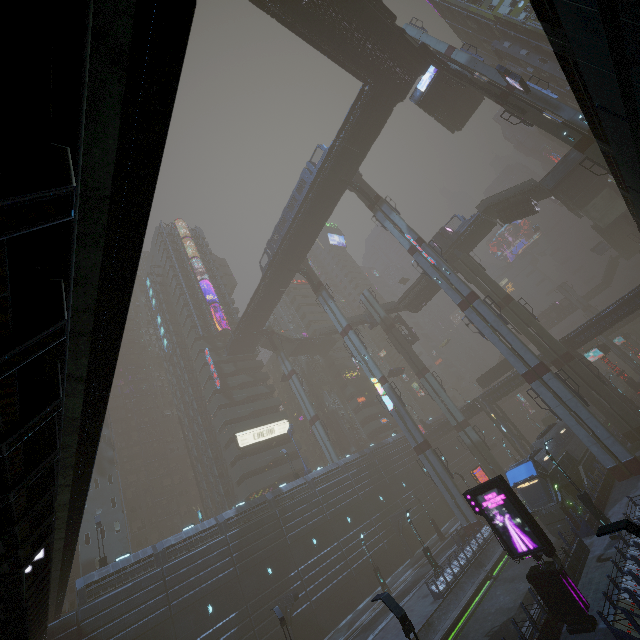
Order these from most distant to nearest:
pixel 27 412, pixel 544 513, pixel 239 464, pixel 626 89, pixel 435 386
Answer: pixel 239 464, pixel 435 386, pixel 544 513, pixel 626 89, pixel 27 412

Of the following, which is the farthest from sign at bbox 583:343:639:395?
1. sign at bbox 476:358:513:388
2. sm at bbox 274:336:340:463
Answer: sm at bbox 274:336:340:463

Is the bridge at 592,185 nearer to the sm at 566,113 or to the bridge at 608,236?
the bridge at 608,236

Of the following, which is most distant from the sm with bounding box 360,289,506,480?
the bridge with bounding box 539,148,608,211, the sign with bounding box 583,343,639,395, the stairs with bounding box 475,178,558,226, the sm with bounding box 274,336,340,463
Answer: the sign with bounding box 583,343,639,395

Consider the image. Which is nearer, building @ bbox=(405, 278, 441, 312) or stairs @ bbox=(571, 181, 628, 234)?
stairs @ bbox=(571, 181, 628, 234)

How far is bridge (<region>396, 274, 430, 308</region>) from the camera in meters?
50.3 m

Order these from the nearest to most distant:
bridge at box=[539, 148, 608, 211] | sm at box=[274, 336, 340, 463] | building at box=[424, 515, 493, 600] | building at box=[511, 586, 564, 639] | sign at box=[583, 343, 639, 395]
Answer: building at box=[511, 586, 564, 639]
building at box=[424, 515, 493, 600]
bridge at box=[539, 148, 608, 211]
sign at box=[583, 343, 639, 395]
sm at box=[274, 336, 340, 463]

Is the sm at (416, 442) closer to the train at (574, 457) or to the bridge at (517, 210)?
the train at (574, 457)
